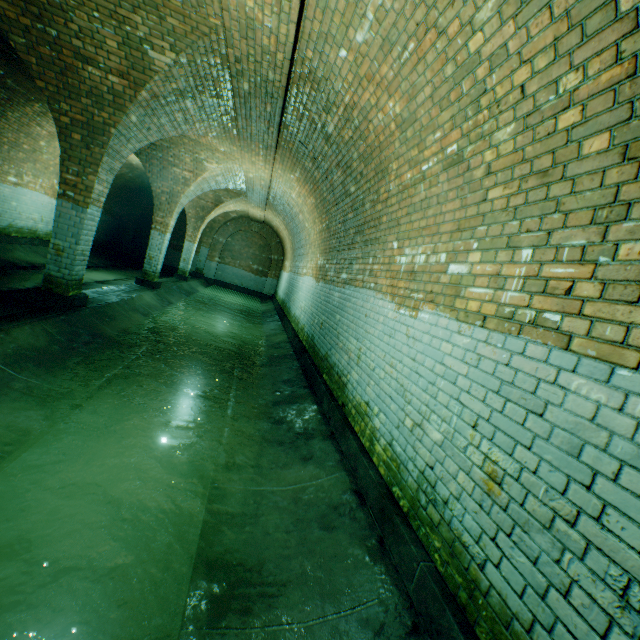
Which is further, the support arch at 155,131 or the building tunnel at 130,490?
the support arch at 155,131

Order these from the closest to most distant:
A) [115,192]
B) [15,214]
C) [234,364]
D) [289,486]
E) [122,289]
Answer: [289,486] → [234,364] → [122,289] → [15,214] → [115,192]

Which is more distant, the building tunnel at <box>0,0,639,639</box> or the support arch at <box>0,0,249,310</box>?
the support arch at <box>0,0,249,310</box>
